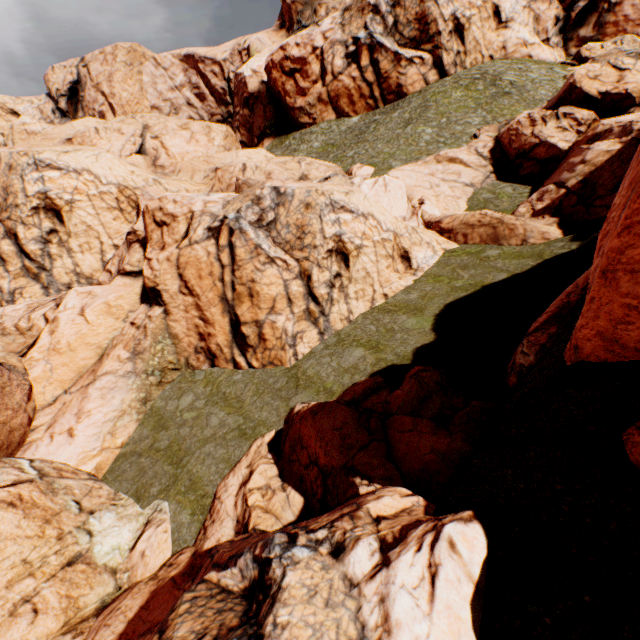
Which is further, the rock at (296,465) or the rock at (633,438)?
the rock at (296,465)

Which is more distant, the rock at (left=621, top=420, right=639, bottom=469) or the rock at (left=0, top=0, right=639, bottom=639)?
the rock at (left=0, top=0, right=639, bottom=639)

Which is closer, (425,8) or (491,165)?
(491,165)
